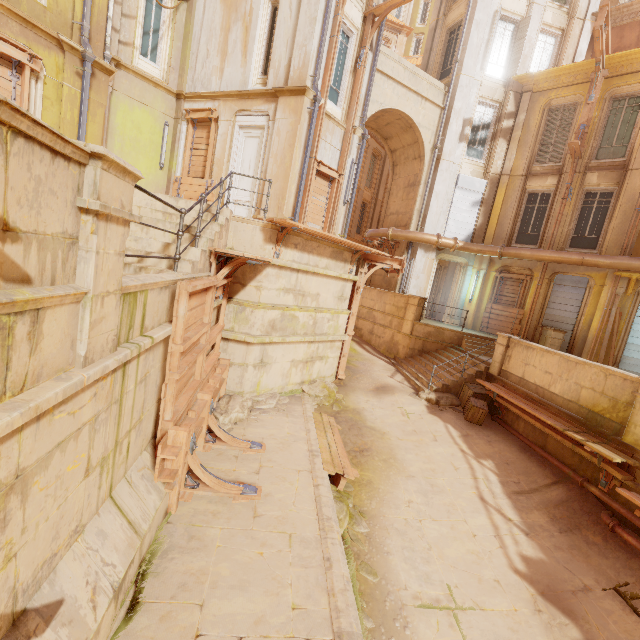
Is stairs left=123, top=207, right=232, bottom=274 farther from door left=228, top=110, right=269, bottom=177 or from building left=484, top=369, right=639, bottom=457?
building left=484, top=369, right=639, bottom=457

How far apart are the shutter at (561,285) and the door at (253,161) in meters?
13.7 m

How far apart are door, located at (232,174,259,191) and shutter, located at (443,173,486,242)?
9.71m

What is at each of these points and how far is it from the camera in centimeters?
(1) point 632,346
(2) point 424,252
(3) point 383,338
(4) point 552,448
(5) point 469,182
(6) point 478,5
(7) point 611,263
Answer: (1) shutter, 1308cm
(2) column, 1620cm
(3) building, 1667cm
(4) building, 879cm
(5) shutter, 1602cm
(6) column, 1470cm
(7) pipe, 1257cm

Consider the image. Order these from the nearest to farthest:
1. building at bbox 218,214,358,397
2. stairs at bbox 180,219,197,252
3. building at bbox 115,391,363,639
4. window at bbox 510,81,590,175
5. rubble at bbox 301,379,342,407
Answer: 1. building at bbox 115,391,363,639
2. stairs at bbox 180,219,197,252
3. building at bbox 218,214,358,397
4. rubble at bbox 301,379,342,407
5. window at bbox 510,81,590,175

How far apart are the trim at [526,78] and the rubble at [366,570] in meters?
20.3 m

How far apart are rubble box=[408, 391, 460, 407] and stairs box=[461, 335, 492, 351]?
2.37m

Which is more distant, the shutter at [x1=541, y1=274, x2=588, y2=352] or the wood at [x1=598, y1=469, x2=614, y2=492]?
the shutter at [x1=541, y1=274, x2=588, y2=352]
